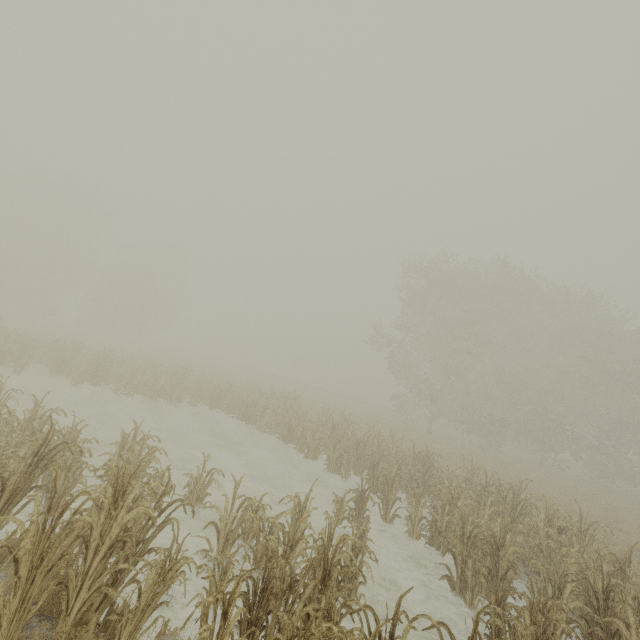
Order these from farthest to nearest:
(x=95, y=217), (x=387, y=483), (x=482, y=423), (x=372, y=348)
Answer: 1. (x=95, y=217)
2. (x=372, y=348)
3. (x=482, y=423)
4. (x=387, y=483)
